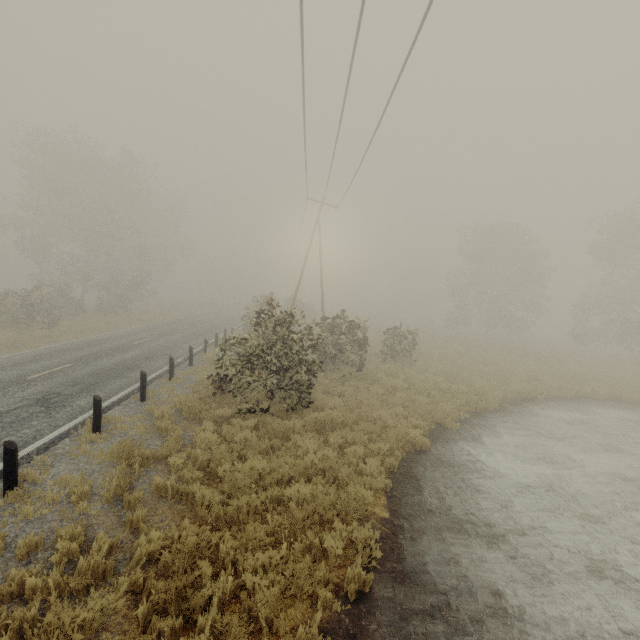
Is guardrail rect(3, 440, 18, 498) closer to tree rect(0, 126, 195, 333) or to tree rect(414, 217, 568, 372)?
tree rect(0, 126, 195, 333)

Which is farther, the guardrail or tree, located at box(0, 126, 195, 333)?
tree, located at box(0, 126, 195, 333)

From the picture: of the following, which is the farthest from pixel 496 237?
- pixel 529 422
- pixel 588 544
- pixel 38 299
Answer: pixel 38 299

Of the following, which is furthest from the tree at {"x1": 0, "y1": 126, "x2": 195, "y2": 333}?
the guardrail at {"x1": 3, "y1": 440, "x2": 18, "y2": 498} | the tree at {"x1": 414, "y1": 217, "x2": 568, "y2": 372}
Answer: the tree at {"x1": 414, "y1": 217, "x2": 568, "y2": 372}

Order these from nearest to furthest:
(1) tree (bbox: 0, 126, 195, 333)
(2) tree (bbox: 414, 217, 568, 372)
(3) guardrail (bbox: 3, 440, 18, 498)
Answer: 1. (3) guardrail (bbox: 3, 440, 18, 498)
2. (1) tree (bbox: 0, 126, 195, 333)
3. (2) tree (bbox: 414, 217, 568, 372)

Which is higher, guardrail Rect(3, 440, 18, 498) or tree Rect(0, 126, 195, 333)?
tree Rect(0, 126, 195, 333)

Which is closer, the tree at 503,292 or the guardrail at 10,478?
the guardrail at 10,478

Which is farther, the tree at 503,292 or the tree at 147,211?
the tree at 503,292
